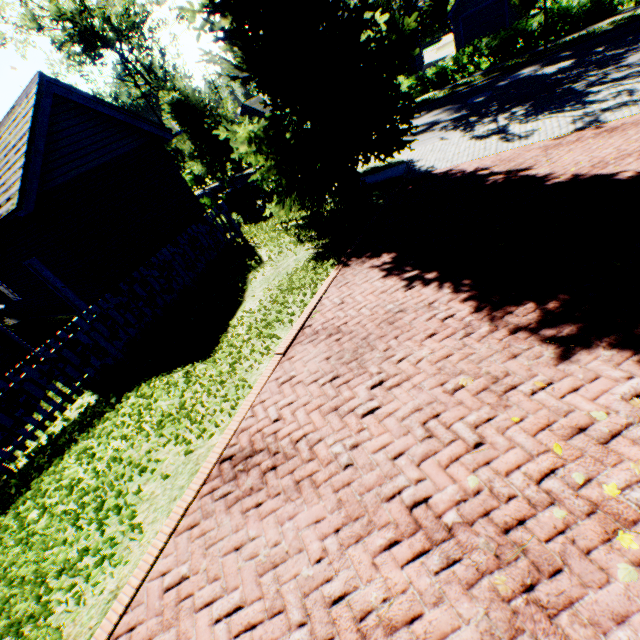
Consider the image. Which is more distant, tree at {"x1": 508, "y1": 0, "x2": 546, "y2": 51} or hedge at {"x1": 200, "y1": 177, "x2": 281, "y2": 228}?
tree at {"x1": 508, "y1": 0, "x2": 546, "y2": 51}

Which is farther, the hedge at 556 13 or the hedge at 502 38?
the hedge at 502 38

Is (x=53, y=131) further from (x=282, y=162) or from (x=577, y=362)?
(x=577, y=362)

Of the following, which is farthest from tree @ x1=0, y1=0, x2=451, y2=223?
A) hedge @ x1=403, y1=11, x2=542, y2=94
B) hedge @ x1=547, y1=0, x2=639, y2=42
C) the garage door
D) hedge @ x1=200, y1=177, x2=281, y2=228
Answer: the garage door

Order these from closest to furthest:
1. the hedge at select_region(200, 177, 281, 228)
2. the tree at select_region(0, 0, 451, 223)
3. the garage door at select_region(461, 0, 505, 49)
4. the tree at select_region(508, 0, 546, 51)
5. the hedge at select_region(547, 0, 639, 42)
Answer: the tree at select_region(0, 0, 451, 223), the hedge at select_region(200, 177, 281, 228), the tree at select_region(508, 0, 546, 51), the hedge at select_region(547, 0, 639, 42), the garage door at select_region(461, 0, 505, 49)

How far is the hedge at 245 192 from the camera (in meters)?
14.77

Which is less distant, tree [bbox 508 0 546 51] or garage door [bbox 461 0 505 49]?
tree [bbox 508 0 546 51]

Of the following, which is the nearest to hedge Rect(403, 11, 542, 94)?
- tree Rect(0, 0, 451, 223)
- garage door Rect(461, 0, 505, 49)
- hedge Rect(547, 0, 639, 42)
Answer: hedge Rect(547, 0, 639, 42)
